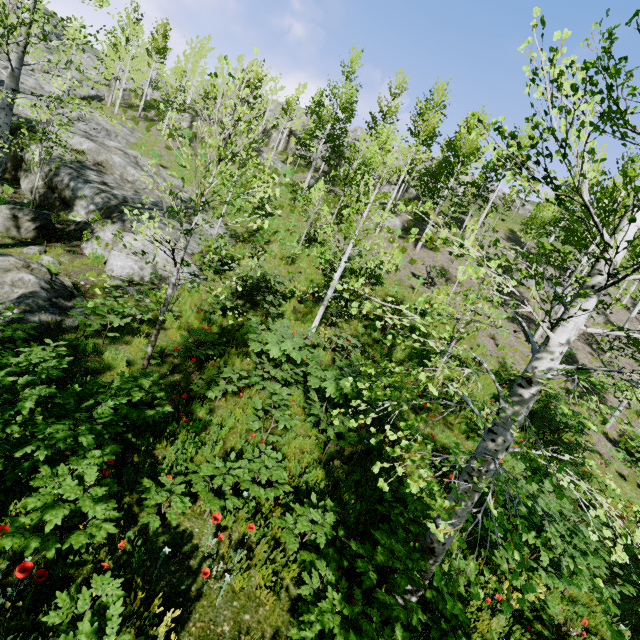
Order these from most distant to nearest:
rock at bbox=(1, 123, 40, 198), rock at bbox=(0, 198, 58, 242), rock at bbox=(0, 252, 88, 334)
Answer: rock at bbox=(1, 123, 40, 198) → rock at bbox=(0, 198, 58, 242) → rock at bbox=(0, 252, 88, 334)

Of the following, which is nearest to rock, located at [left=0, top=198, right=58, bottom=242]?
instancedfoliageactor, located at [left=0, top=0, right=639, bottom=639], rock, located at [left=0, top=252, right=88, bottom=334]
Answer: instancedfoliageactor, located at [left=0, top=0, right=639, bottom=639]

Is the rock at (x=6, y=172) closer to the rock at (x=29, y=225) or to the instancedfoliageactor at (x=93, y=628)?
the rock at (x=29, y=225)

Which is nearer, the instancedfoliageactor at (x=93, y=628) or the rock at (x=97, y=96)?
the instancedfoliageactor at (x=93, y=628)

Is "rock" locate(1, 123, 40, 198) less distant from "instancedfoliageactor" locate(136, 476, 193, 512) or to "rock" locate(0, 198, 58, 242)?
"rock" locate(0, 198, 58, 242)

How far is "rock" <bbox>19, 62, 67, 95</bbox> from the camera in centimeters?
2312cm

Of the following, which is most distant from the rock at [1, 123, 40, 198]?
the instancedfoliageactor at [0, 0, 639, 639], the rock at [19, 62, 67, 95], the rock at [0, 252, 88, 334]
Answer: the instancedfoliageactor at [0, 0, 639, 639]

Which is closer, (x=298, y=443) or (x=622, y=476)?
(x=298, y=443)
